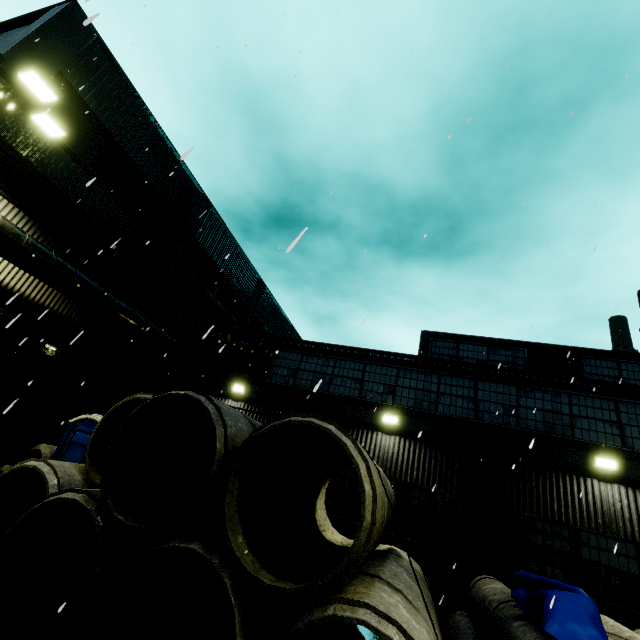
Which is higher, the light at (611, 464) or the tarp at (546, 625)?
the light at (611, 464)

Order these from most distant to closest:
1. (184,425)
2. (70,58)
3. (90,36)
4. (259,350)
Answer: (259,350), (90,36), (70,58), (184,425)

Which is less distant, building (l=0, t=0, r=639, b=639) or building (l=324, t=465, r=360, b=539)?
building (l=0, t=0, r=639, b=639)

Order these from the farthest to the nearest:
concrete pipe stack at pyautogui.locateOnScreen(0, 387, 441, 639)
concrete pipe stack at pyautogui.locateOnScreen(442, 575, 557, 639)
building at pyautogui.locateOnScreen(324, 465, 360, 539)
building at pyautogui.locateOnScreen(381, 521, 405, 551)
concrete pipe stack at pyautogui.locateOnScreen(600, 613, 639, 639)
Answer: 1. building at pyautogui.locateOnScreen(324, 465, 360, 539)
2. building at pyautogui.locateOnScreen(381, 521, 405, 551)
3. concrete pipe stack at pyautogui.locateOnScreen(600, 613, 639, 639)
4. concrete pipe stack at pyautogui.locateOnScreen(442, 575, 557, 639)
5. concrete pipe stack at pyautogui.locateOnScreen(0, 387, 441, 639)

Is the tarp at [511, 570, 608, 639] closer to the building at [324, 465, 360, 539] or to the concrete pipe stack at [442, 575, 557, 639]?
the concrete pipe stack at [442, 575, 557, 639]

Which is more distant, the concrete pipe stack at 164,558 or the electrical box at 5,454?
the electrical box at 5,454

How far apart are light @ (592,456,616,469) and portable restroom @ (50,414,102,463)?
13.5 meters

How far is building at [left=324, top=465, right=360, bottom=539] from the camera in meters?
9.8 m
